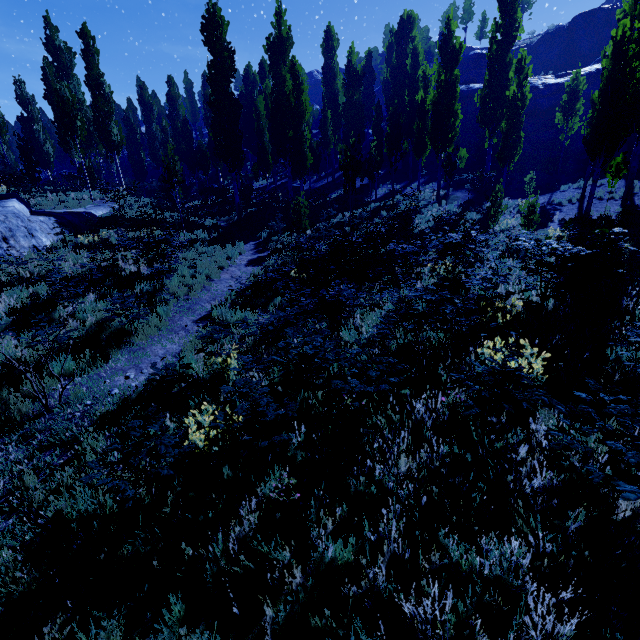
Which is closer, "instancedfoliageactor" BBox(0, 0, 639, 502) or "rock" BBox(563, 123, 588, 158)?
"instancedfoliageactor" BBox(0, 0, 639, 502)

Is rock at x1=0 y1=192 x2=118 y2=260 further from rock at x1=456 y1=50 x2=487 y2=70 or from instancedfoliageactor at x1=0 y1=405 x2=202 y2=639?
rock at x1=456 y1=50 x2=487 y2=70

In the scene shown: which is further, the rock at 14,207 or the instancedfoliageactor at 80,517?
the rock at 14,207

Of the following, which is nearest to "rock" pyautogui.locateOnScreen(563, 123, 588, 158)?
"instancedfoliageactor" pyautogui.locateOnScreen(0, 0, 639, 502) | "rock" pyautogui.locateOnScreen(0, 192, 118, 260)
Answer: "instancedfoliageactor" pyautogui.locateOnScreen(0, 0, 639, 502)

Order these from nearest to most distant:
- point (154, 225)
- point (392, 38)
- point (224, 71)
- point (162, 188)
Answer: Answer:
1. point (154, 225)
2. point (224, 71)
3. point (162, 188)
4. point (392, 38)

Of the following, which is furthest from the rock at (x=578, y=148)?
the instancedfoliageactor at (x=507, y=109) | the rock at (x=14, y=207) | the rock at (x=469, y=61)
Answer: the rock at (x=14, y=207)

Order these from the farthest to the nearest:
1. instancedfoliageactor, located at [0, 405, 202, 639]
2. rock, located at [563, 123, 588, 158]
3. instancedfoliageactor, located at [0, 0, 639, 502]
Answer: rock, located at [563, 123, 588, 158]
instancedfoliageactor, located at [0, 0, 639, 502]
instancedfoliageactor, located at [0, 405, 202, 639]

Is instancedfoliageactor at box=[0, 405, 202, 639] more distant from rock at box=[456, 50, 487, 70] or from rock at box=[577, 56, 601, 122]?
rock at box=[577, 56, 601, 122]
